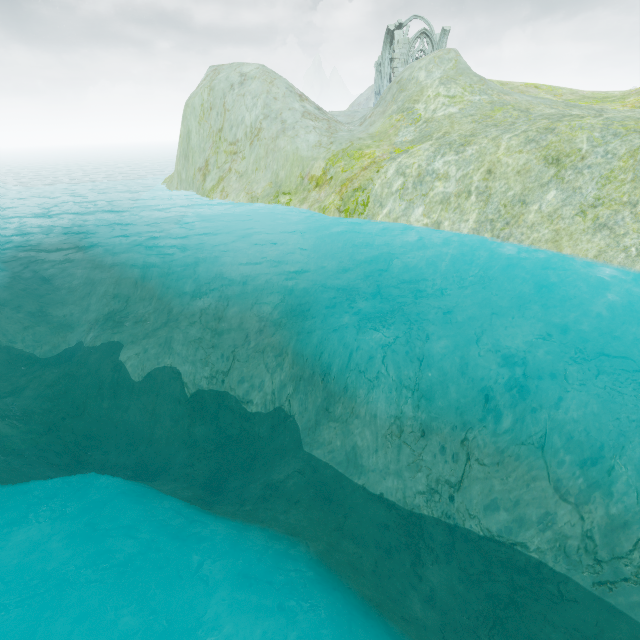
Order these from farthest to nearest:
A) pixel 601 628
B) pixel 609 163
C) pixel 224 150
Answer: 1. pixel 224 150
2. pixel 609 163
3. pixel 601 628

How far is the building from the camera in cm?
3875

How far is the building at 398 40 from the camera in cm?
3875
